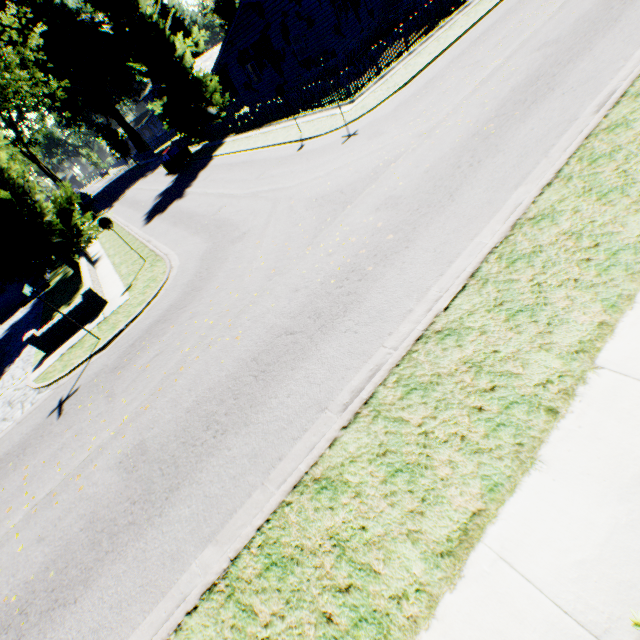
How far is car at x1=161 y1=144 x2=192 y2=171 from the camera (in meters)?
29.22

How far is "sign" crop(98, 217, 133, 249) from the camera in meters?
13.1

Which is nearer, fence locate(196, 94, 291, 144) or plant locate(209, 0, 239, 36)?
fence locate(196, 94, 291, 144)

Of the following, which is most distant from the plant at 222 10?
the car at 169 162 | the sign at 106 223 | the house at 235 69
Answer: the sign at 106 223

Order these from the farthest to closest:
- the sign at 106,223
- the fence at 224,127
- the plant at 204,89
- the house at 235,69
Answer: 1. the house at 235,69
2. the fence at 224,127
3. the plant at 204,89
4. the sign at 106,223

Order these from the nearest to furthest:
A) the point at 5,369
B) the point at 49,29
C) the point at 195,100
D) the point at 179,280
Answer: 1. the point at 179,280
2. the point at 5,369
3. the point at 195,100
4. the point at 49,29

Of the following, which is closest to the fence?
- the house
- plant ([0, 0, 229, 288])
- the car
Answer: plant ([0, 0, 229, 288])

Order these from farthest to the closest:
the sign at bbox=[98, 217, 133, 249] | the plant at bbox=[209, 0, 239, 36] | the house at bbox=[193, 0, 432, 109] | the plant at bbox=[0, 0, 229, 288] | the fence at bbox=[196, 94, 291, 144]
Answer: the plant at bbox=[209, 0, 239, 36] < the house at bbox=[193, 0, 432, 109] < the fence at bbox=[196, 94, 291, 144] < the plant at bbox=[0, 0, 229, 288] < the sign at bbox=[98, 217, 133, 249]
